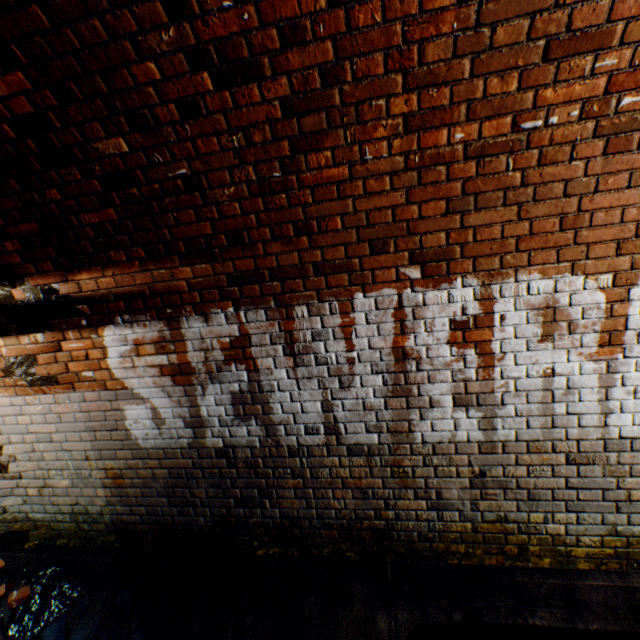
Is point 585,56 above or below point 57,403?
above

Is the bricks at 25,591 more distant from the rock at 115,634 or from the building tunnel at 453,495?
the rock at 115,634

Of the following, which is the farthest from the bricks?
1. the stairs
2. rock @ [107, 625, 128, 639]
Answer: the stairs

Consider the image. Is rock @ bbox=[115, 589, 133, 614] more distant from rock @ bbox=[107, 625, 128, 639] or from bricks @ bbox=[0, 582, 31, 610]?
bricks @ bbox=[0, 582, 31, 610]

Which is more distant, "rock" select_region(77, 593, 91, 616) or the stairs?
"rock" select_region(77, 593, 91, 616)

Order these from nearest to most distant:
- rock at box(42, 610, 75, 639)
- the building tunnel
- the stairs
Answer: the building tunnel, the stairs, rock at box(42, 610, 75, 639)

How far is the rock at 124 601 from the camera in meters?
2.7

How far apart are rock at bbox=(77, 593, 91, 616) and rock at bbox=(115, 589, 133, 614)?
0.23m
